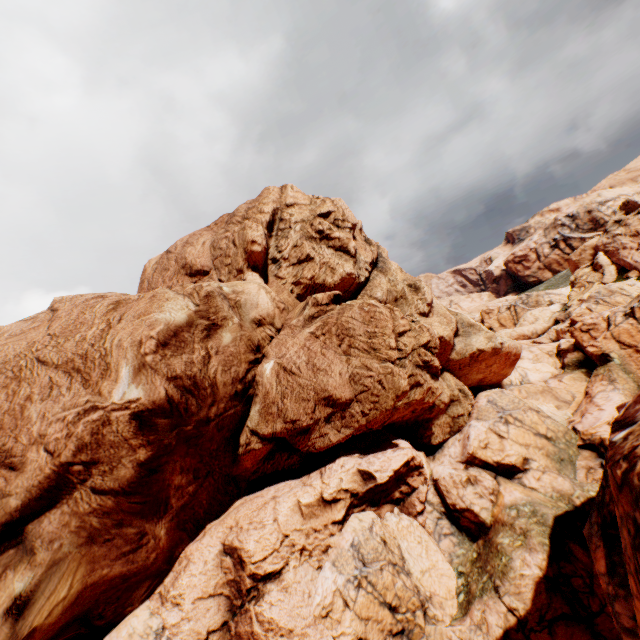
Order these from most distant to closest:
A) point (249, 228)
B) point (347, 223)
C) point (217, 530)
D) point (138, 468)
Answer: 1. point (347, 223)
2. point (249, 228)
3. point (217, 530)
4. point (138, 468)
